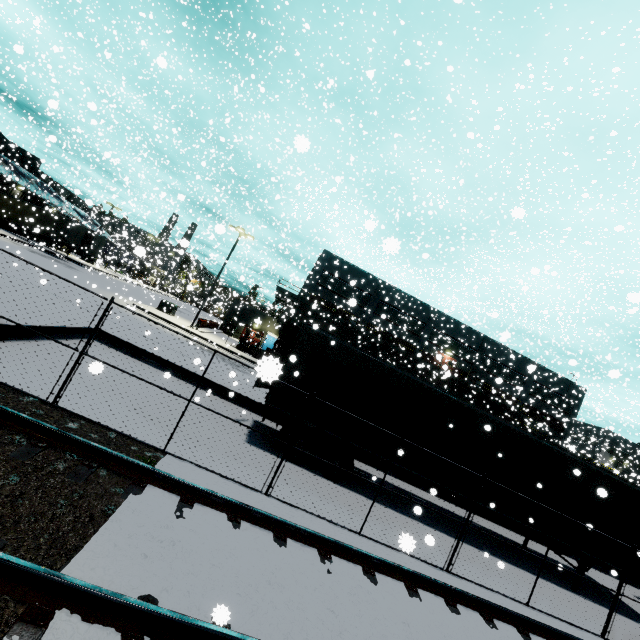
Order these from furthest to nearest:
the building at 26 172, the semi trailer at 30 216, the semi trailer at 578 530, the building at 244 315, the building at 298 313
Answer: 1. the building at 244 315
2. the building at 298 313
3. the building at 26 172
4. the semi trailer at 30 216
5. the semi trailer at 578 530

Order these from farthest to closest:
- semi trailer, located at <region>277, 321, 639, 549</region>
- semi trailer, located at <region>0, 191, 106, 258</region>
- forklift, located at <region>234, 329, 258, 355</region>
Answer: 1. semi trailer, located at <region>0, 191, 106, 258</region>
2. forklift, located at <region>234, 329, 258, 355</region>
3. semi trailer, located at <region>277, 321, 639, 549</region>

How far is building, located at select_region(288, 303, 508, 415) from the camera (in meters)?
38.81

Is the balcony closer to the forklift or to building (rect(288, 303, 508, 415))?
building (rect(288, 303, 508, 415))

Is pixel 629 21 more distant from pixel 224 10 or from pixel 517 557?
pixel 517 557

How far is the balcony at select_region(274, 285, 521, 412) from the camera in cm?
3553

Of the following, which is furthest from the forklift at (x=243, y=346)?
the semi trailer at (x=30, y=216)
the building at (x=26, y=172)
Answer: the semi trailer at (x=30, y=216)
